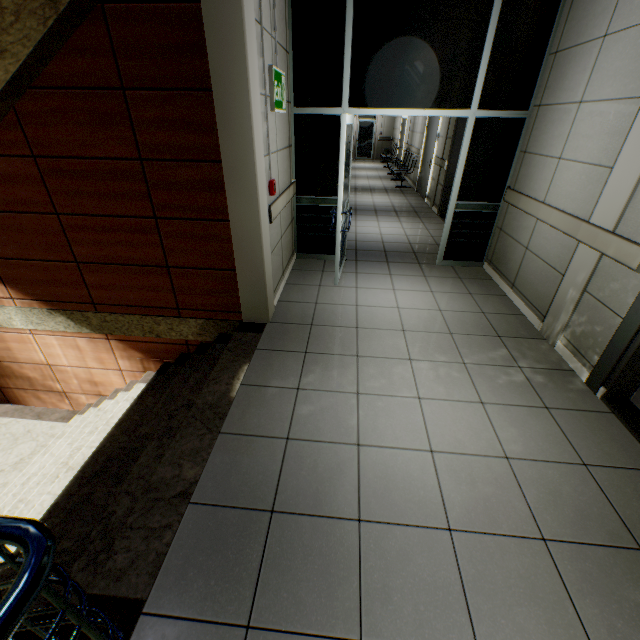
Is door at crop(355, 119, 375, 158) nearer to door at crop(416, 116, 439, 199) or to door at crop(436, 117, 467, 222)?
door at crop(416, 116, 439, 199)

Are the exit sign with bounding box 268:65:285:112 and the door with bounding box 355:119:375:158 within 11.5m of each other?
no

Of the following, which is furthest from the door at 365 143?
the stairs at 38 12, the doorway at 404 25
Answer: the stairs at 38 12

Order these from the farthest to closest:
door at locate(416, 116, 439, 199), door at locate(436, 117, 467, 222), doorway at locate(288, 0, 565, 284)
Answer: door at locate(416, 116, 439, 199), door at locate(436, 117, 467, 222), doorway at locate(288, 0, 565, 284)

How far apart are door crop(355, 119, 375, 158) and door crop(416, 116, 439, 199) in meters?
9.8

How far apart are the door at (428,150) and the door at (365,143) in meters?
9.8 m

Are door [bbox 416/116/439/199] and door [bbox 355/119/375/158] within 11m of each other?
yes

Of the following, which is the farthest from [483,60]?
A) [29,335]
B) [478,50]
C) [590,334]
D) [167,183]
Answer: [29,335]
